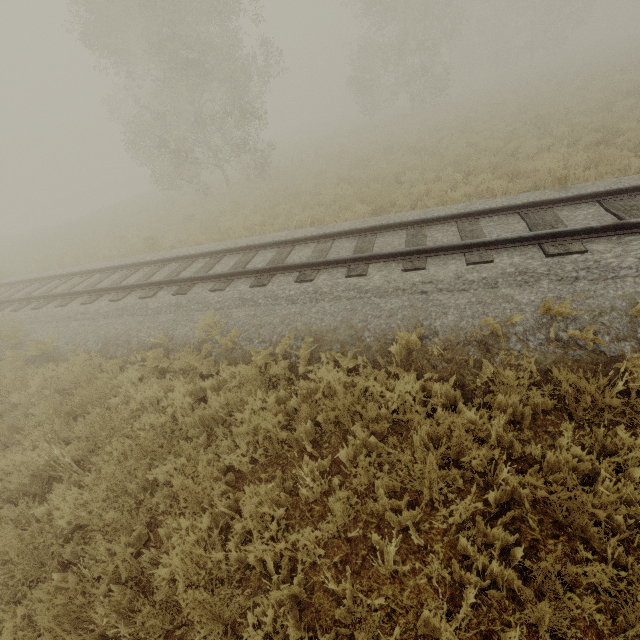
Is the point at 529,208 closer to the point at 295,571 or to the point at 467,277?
the point at 467,277
